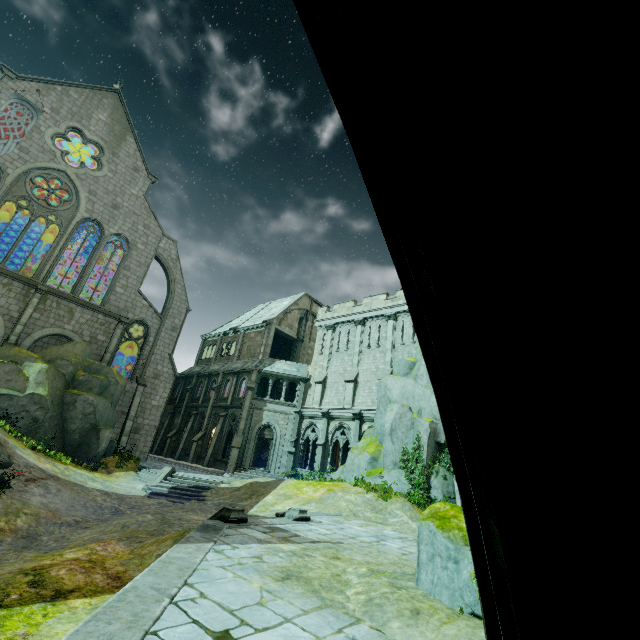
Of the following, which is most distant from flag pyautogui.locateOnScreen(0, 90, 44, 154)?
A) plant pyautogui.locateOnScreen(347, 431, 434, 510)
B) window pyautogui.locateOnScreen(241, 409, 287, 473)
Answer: plant pyautogui.locateOnScreen(347, 431, 434, 510)

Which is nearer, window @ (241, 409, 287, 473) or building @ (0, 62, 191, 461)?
building @ (0, 62, 191, 461)

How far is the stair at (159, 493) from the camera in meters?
17.4 m

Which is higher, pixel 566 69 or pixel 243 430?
pixel 243 430

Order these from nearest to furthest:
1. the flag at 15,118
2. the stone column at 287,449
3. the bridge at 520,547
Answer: the bridge at 520,547, the flag at 15,118, the stone column at 287,449

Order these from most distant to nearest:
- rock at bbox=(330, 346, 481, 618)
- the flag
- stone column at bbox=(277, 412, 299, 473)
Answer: stone column at bbox=(277, 412, 299, 473), the flag, rock at bbox=(330, 346, 481, 618)

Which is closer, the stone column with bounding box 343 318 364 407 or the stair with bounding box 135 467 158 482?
the stair with bounding box 135 467 158 482

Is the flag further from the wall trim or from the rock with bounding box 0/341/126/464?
the wall trim
